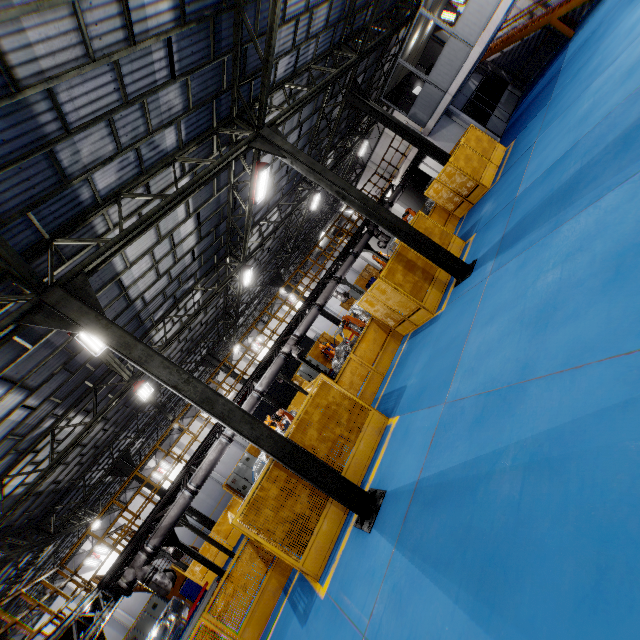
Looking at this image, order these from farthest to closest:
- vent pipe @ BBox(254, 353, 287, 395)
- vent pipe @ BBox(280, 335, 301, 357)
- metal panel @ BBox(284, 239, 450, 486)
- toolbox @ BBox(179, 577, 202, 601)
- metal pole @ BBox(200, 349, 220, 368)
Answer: metal pole @ BBox(200, 349, 220, 368), toolbox @ BBox(179, 577, 202, 601), vent pipe @ BBox(280, 335, 301, 357), vent pipe @ BBox(254, 353, 287, 395), metal panel @ BBox(284, 239, 450, 486)

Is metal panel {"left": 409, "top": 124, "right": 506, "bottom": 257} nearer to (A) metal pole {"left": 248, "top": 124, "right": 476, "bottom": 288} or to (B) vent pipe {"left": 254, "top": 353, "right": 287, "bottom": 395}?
(A) metal pole {"left": 248, "top": 124, "right": 476, "bottom": 288}

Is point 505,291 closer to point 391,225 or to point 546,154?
point 391,225

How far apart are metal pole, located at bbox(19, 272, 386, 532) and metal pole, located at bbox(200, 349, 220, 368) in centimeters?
1481cm

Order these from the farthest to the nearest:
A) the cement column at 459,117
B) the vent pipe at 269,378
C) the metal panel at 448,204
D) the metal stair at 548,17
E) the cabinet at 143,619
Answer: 1. the cement column at 459,117
2. the metal stair at 548,17
3. the cabinet at 143,619
4. the vent pipe at 269,378
5. the metal panel at 448,204

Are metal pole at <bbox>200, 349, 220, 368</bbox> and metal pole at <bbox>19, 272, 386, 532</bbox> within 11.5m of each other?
no

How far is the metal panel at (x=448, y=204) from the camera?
12.5m

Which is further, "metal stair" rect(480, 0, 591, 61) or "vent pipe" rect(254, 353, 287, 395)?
"metal stair" rect(480, 0, 591, 61)
